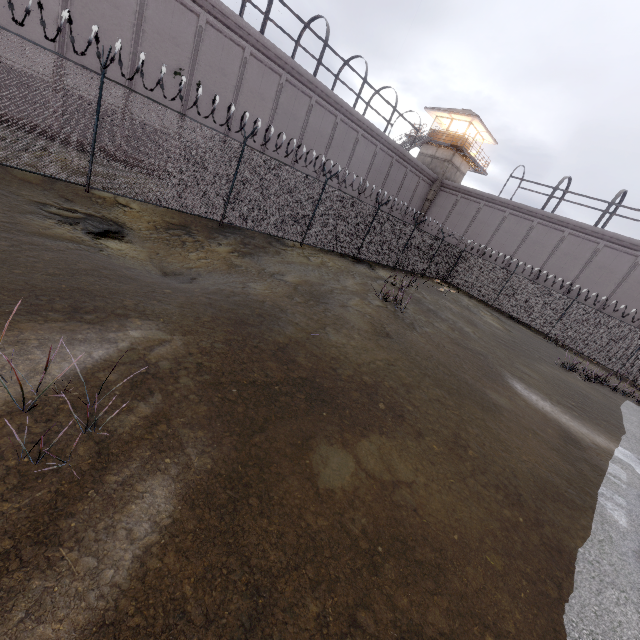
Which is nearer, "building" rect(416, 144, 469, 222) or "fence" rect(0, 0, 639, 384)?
"fence" rect(0, 0, 639, 384)

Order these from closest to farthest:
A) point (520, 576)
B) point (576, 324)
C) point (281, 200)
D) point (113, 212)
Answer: point (520, 576) < point (113, 212) < point (281, 200) < point (576, 324)

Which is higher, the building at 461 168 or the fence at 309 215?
the building at 461 168

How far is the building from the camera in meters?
32.4 m

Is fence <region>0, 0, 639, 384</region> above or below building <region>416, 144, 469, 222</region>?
below

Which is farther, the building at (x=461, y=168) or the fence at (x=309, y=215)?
the building at (x=461, y=168)
